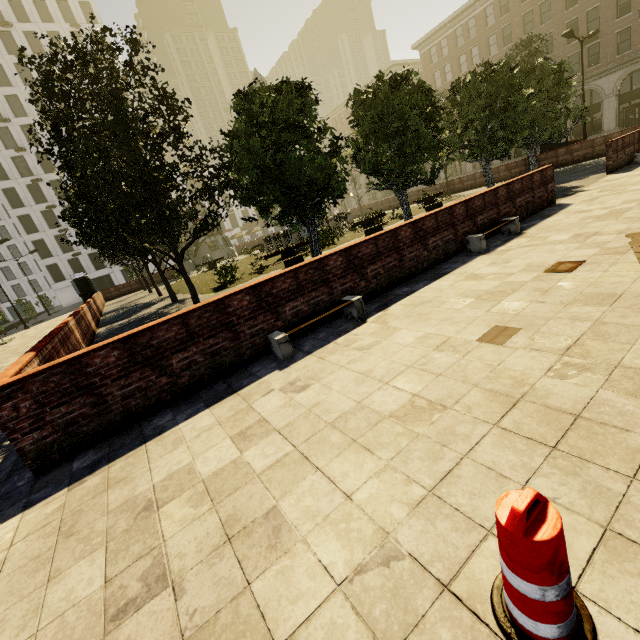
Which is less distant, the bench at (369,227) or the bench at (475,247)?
the bench at (475,247)

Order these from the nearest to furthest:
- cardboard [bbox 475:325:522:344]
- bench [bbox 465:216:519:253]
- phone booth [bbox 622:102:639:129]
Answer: cardboard [bbox 475:325:522:344]
bench [bbox 465:216:519:253]
phone booth [bbox 622:102:639:129]

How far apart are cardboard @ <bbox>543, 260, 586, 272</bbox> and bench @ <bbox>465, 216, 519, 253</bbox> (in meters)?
2.25

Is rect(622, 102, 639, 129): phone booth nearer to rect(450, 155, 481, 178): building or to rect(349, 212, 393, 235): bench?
rect(450, 155, 481, 178): building

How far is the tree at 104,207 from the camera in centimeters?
847cm

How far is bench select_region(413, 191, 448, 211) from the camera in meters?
20.2

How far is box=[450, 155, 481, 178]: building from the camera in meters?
46.8

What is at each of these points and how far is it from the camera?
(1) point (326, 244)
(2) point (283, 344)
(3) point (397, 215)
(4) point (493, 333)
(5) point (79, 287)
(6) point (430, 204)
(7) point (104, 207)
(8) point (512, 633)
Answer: (1) plant, 18.48m
(2) bench, 5.03m
(3) plant, 21.62m
(4) cardboard, 3.95m
(5) atm, 28.59m
(6) bench, 20.30m
(7) tree, 8.45m
(8) plastic barricade, 1.43m
